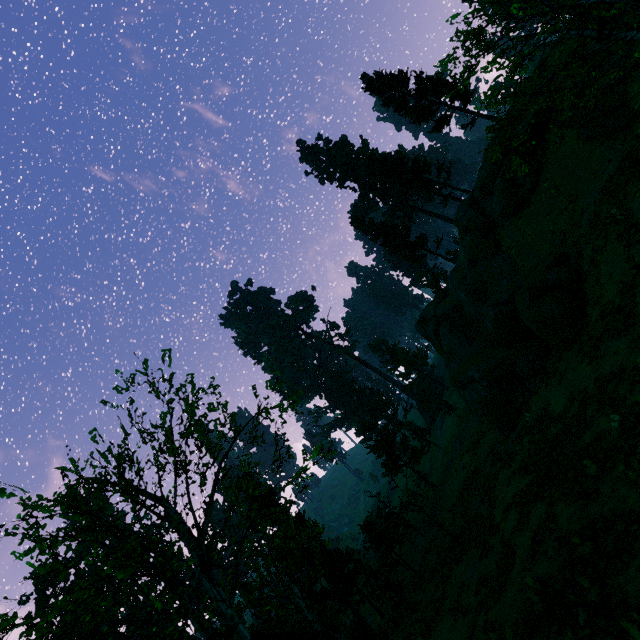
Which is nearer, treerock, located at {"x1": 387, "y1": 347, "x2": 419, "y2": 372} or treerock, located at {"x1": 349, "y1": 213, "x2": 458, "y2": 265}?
treerock, located at {"x1": 349, "y1": 213, "x2": 458, "y2": 265}

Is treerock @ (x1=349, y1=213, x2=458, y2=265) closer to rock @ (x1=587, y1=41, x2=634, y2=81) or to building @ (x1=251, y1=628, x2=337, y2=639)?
building @ (x1=251, y1=628, x2=337, y2=639)

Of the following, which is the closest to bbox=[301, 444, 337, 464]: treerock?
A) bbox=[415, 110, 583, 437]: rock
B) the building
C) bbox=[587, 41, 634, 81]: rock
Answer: the building

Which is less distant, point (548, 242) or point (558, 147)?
point (558, 147)

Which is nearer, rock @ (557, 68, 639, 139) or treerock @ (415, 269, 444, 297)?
rock @ (557, 68, 639, 139)

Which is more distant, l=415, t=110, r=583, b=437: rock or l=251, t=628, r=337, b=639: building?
l=251, t=628, r=337, b=639: building

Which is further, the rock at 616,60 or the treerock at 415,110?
the rock at 616,60

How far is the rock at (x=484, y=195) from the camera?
19.14m
